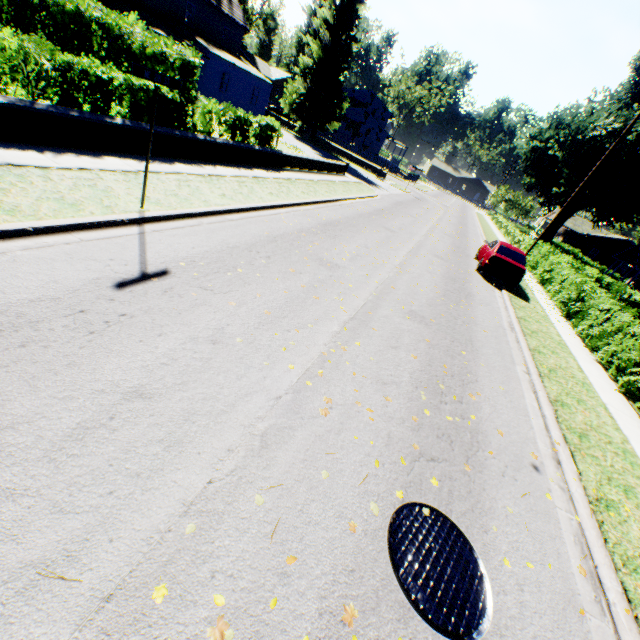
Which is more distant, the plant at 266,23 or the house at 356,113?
the house at 356,113

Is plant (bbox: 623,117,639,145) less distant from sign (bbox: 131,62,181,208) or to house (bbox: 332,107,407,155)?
house (bbox: 332,107,407,155)

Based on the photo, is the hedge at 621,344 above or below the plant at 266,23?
below

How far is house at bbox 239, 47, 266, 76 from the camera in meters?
57.8 m

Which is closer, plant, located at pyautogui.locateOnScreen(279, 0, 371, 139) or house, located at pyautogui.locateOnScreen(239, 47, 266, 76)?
plant, located at pyautogui.locateOnScreen(279, 0, 371, 139)

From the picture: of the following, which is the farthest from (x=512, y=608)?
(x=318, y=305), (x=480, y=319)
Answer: (x=480, y=319)

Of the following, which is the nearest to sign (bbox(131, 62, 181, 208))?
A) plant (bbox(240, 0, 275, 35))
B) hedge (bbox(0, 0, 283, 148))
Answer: hedge (bbox(0, 0, 283, 148))

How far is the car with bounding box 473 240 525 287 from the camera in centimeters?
1463cm
